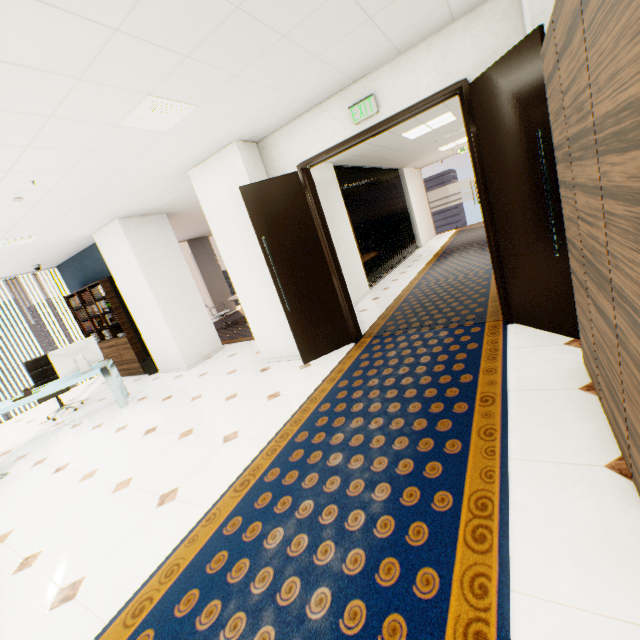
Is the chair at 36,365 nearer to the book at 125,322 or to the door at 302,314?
the book at 125,322

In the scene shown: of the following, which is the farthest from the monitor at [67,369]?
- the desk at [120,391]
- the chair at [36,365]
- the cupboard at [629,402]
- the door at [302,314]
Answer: the cupboard at [629,402]

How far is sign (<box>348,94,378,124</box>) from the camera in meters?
3.4

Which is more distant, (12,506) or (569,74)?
(12,506)

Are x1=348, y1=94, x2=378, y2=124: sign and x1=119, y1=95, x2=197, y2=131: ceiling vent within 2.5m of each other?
yes

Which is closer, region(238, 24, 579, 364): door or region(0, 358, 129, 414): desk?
region(238, 24, 579, 364): door

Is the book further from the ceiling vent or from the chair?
the ceiling vent

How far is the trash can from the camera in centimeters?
681cm
